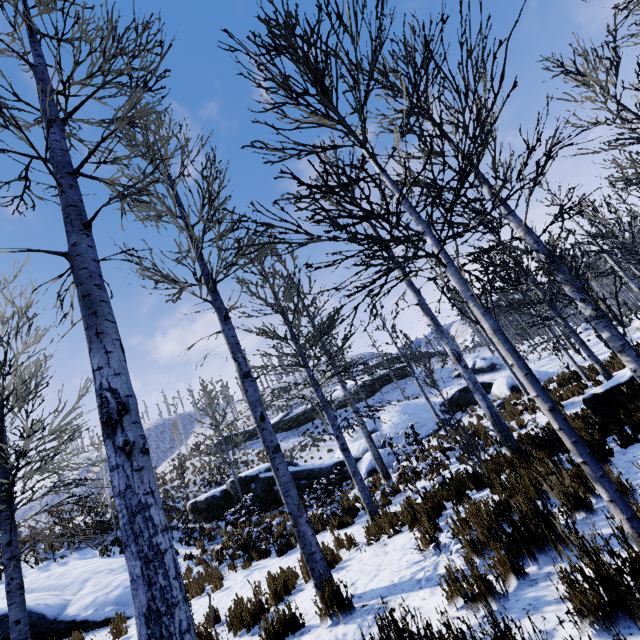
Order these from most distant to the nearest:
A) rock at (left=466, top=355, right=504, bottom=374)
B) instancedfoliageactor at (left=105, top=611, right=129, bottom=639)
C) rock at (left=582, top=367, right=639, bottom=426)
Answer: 1. rock at (left=466, top=355, right=504, bottom=374)
2. instancedfoliageactor at (left=105, top=611, right=129, bottom=639)
3. rock at (left=582, top=367, right=639, bottom=426)

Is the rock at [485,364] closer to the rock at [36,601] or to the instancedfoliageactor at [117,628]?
the instancedfoliageactor at [117,628]

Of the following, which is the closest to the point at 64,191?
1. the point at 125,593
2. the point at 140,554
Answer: the point at 140,554

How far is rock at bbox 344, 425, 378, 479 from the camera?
15.3m

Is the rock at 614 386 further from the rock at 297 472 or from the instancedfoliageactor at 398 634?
the rock at 297 472

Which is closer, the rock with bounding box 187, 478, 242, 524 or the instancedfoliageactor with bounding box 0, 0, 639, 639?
the instancedfoliageactor with bounding box 0, 0, 639, 639

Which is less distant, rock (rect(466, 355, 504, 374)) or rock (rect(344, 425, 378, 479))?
rock (rect(344, 425, 378, 479))

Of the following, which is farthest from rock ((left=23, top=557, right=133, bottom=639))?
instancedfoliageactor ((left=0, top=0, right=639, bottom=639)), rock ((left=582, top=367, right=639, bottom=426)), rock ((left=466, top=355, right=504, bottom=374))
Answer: rock ((left=466, top=355, right=504, bottom=374))
